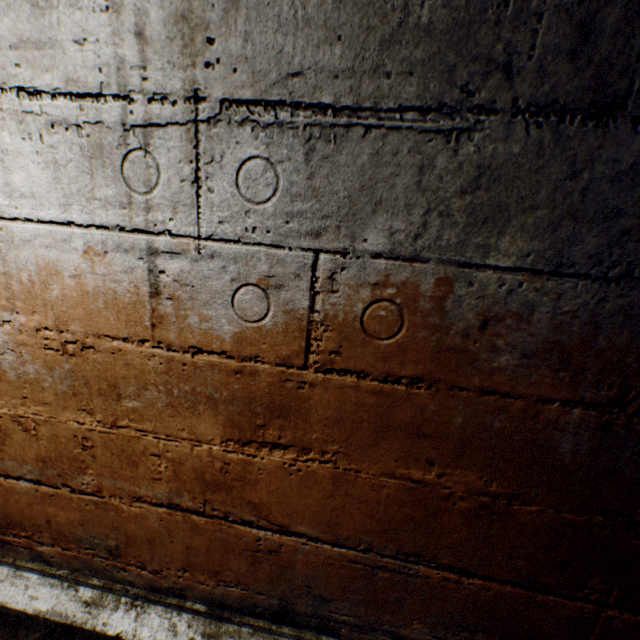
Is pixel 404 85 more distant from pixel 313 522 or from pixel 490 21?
pixel 313 522
